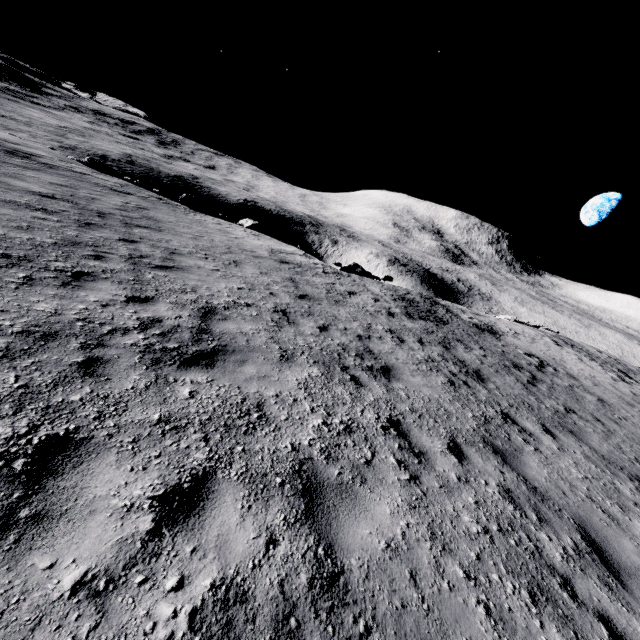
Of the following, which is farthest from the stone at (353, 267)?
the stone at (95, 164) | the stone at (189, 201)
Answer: the stone at (95, 164)

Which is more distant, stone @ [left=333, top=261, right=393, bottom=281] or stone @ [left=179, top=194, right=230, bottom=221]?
stone @ [left=333, top=261, right=393, bottom=281]

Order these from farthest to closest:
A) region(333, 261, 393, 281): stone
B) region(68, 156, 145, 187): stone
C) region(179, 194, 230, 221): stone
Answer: region(333, 261, 393, 281): stone
region(68, 156, 145, 187): stone
region(179, 194, 230, 221): stone

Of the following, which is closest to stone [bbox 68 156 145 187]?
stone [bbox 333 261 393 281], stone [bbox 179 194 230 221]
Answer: stone [bbox 179 194 230 221]

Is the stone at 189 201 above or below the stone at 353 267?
above

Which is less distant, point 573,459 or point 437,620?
point 437,620

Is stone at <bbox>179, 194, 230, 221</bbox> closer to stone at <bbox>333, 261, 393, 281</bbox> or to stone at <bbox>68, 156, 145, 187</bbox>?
stone at <bbox>68, 156, 145, 187</bbox>

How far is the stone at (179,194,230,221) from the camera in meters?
21.1 m
